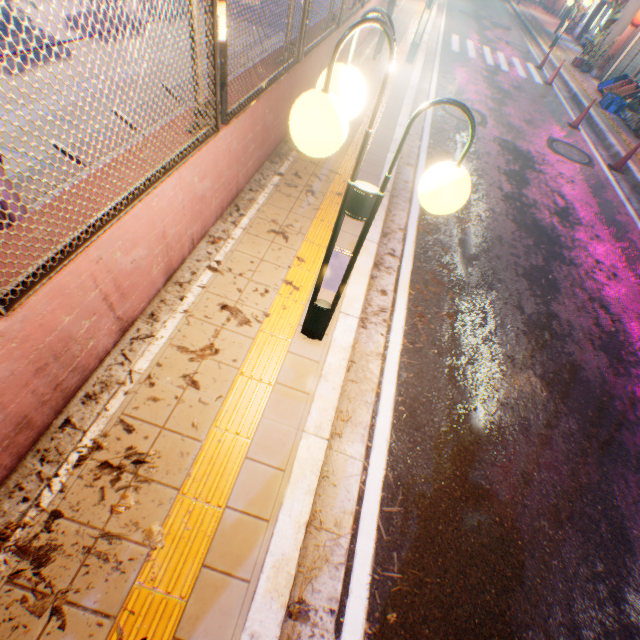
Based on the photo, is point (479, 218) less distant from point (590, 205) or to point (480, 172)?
point (480, 172)

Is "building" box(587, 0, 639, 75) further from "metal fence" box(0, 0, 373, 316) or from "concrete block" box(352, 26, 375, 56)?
"concrete block" box(352, 26, 375, 56)

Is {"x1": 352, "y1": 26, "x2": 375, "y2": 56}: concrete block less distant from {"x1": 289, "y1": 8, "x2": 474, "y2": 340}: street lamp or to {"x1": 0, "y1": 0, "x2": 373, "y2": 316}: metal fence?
{"x1": 0, "y1": 0, "x2": 373, "y2": 316}: metal fence

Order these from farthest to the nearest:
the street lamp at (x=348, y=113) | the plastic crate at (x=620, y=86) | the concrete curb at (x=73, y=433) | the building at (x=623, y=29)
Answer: the building at (x=623, y=29) < the plastic crate at (x=620, y=86) < the concrete curb at (x=73, y=433) < the street lamp at (x=348, y=113)

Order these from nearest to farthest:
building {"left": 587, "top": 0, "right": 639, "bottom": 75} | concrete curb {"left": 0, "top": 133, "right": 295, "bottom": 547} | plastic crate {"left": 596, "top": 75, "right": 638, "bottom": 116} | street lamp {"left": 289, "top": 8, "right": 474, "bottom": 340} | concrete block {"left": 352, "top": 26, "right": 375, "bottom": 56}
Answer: street lamp {"left": 289, "top": 8, "right": 474, "bottom": 340} < concrete curb {"left": 0, "top": 133, "right": 295, "bottom": 547} < concrete block {"left": 352, "top": 26, "right": 375, "bottom": 56} < plastic crate {"left": 596, "top": 75, "right": 638, "bottom": 116} < building {"left": 587, "top": 0, "right": 639, "bottom": 75}

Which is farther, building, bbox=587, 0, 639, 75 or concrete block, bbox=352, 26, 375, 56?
building, bbox=587, 0, 639, 75

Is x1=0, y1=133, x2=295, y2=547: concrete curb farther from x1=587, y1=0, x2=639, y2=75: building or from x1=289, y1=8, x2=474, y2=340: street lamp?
x1=587, y1=0, x2=639, y2=75: building

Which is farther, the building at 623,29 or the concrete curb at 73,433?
the building at 623,29
